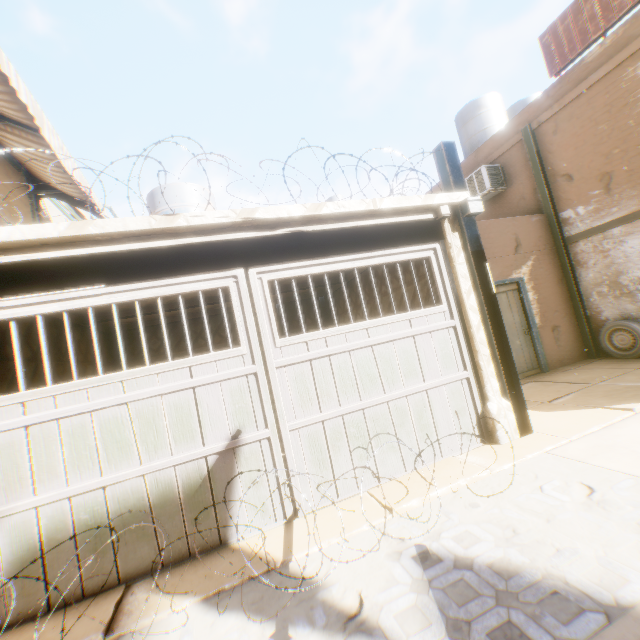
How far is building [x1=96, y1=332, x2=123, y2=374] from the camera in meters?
7.6 m

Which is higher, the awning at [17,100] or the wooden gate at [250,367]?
the awning at [17,100]

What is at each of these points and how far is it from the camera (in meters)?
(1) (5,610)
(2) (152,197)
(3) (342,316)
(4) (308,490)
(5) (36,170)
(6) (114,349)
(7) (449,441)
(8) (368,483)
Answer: (1) wooden gate, 2.93
(2) water tank, 7.58
(3) building, 9.26
(4) wooden gate, 3.84
(5) awning, 6.01
(6) building, 8.38
(7) wooden gate, 4.47
(8) wooden gate, 4.06

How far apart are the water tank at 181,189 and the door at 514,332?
1.68m

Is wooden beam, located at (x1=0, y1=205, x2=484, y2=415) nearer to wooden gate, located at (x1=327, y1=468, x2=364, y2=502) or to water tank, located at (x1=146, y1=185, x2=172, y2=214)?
wooden gate, located at (x1=327, y1=468, x2=364, y2=502)

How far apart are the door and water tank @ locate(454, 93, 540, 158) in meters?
1.7 m

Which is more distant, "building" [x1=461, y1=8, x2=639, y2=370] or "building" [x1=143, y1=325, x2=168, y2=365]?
"building" [x1=143, y1=325, x2=168, y2=365]
